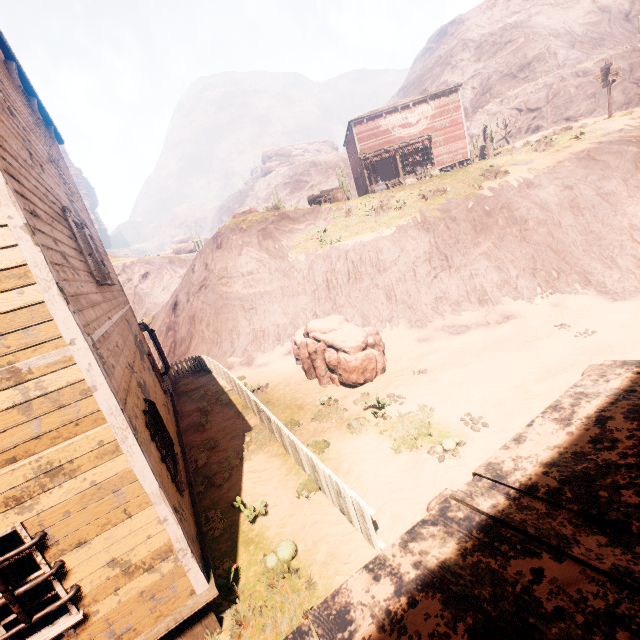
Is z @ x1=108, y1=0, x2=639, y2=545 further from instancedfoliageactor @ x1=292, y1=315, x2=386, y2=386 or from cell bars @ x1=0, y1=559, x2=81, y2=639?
cell bars @ x1=0, y1=559, x2=81, y2=639

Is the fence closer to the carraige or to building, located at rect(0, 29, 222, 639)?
building, located at rect(0, 29, 222, 639)

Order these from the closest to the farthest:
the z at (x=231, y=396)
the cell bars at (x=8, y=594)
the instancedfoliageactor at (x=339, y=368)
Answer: the cell bars at (x=8, y=594) → the z at (x=231, y=396) → the instancedfoliageactor at (x=339, y=368)

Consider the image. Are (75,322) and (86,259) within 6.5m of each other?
yes

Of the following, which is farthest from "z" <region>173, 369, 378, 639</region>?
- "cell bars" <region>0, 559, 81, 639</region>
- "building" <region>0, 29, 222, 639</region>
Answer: "cell bars" <region>0, 559, 81, 639</region>

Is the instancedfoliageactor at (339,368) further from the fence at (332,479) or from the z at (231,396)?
the fence at (332,479)
